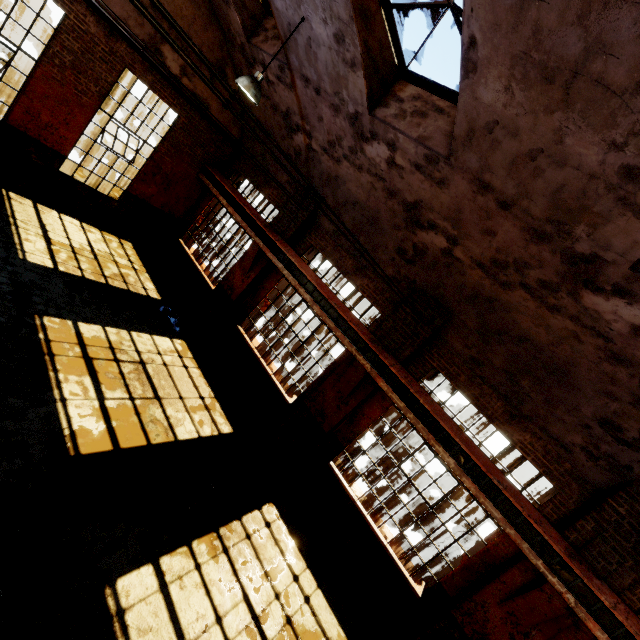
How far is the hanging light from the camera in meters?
6.0

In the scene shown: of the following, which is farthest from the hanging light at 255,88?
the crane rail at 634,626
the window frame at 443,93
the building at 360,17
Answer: the crane rail at 634,626

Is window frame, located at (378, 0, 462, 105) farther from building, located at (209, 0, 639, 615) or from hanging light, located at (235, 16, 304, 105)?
hanging light, located at (235, 16, 304, 105)

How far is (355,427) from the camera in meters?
8.0 m

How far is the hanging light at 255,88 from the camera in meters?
6.0 m

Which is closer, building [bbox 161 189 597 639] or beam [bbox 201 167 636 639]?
beam [bbox 201 167 636 639]

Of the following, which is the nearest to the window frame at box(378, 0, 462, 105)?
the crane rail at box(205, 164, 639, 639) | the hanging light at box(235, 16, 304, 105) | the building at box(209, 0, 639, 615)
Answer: the building at box(209, 0, 639, 615)

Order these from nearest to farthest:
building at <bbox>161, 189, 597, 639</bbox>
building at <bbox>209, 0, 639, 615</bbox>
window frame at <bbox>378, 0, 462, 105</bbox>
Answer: building at <bbox>209, 0, 639, 615</bbox> < window frame at <bbox>378, 0, 462, 105</bbox> < building at <bbox>161, 189, 597, 639</bbox>
